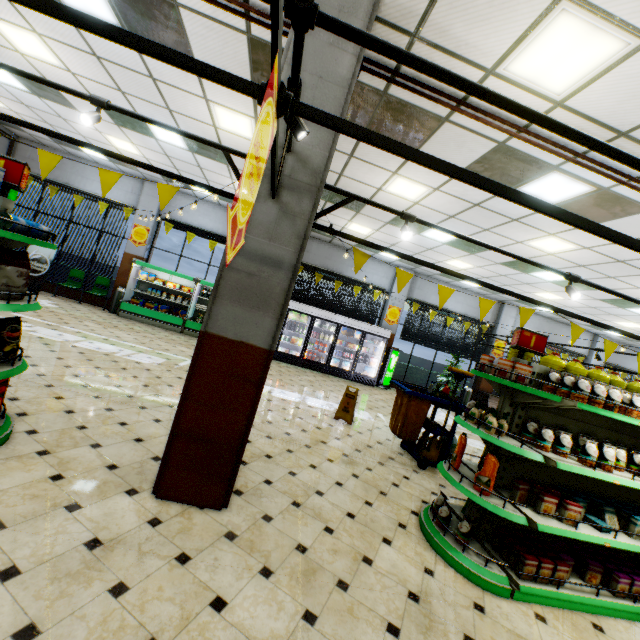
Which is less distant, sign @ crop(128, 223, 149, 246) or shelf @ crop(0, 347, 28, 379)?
Result: shelf @ crop(0, 347, 28, 379)

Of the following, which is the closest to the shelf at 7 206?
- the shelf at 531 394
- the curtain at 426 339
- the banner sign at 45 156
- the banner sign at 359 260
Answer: the banner sign at 45 156

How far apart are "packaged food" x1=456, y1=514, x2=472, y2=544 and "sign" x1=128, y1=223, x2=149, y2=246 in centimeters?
1251cm

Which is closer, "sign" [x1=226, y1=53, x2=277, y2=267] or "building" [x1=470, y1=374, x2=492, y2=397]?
"sign" [x1=226, y1=53, x2=277, y2=267]

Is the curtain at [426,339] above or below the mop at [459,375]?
above

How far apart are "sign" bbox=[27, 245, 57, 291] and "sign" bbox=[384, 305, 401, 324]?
12.2m

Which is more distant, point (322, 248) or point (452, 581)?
point (322, 248)

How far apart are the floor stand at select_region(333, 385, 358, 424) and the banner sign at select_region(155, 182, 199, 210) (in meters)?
4.81
